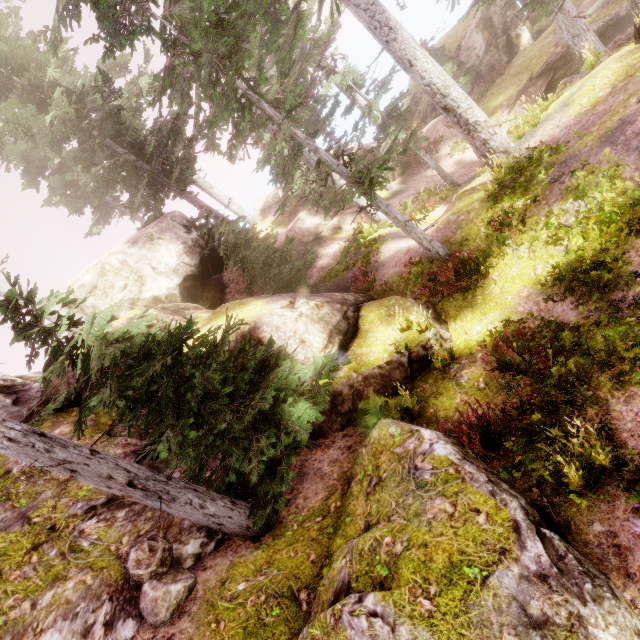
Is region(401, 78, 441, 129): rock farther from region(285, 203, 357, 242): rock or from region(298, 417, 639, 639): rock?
region(298, 417, 639, 639): rock

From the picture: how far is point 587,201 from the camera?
6.9m

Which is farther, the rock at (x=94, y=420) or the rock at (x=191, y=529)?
the rock at (x=94, y=420)

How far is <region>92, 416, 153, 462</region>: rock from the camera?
8.39m

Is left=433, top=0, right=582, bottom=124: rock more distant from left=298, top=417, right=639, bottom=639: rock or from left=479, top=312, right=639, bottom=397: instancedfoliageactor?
left=298, top=417, right=639, bottom=639: rock

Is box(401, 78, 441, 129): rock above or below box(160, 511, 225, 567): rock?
below

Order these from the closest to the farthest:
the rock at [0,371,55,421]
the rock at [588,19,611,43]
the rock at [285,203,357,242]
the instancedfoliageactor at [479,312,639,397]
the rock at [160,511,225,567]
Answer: the instancedfoliageactor at [479,312,639,397], the rock at [160,511,225,567], the rock at [0,371,55,421], the rock at [588,19,611,43], the rock at [285,203,357,242]

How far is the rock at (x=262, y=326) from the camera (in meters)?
8.76
